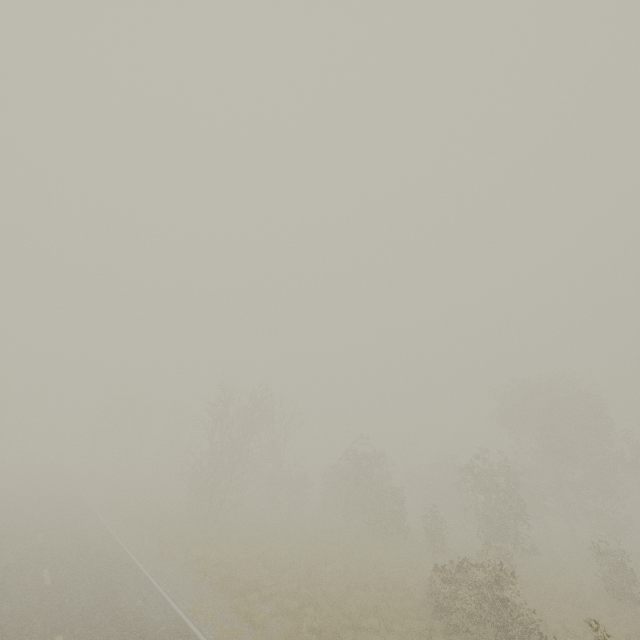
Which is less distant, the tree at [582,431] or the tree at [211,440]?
the tree at [582,431]

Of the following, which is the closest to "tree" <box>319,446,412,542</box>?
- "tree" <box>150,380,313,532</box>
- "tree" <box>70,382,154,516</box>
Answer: "tree" <box>150,380,313,532</box>

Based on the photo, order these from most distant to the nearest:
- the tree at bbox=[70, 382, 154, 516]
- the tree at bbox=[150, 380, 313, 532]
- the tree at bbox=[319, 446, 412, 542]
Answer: the tree at bbox=[70, 382, 154, 516] < the tree at bbox=[319, 446, 412, 542] < the tree at bbox=[150, 380, 313, 532]

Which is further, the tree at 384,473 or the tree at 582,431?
the tree at 384,473

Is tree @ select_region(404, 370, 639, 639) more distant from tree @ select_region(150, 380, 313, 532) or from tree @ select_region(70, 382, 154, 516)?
tree @ select_region(70, 382, 154, 516)

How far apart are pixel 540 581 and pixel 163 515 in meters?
25.8
